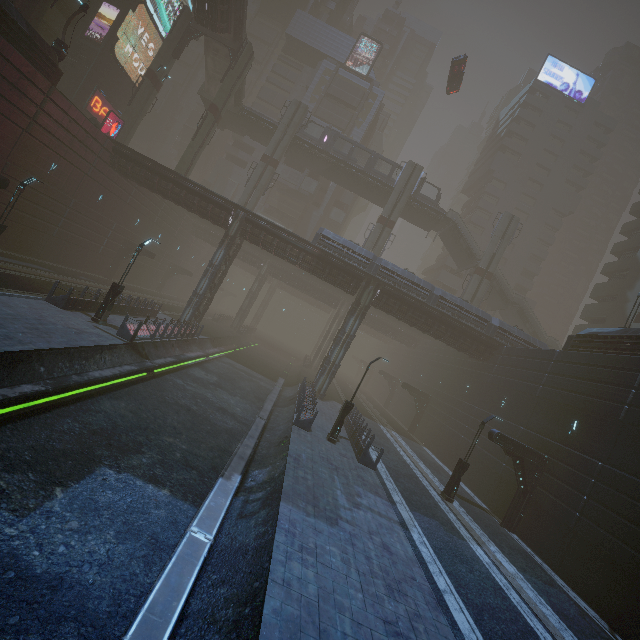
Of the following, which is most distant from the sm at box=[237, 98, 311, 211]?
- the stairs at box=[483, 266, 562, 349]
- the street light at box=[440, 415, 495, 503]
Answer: the street light at box=[440, 415, 495, 503]

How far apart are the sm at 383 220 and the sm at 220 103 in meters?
20.8 m

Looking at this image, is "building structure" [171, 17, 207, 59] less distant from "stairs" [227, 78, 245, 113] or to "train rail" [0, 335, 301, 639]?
"stairs" [227, 78, 245, 113]

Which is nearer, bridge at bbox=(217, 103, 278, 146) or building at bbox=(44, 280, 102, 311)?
building at bbox=(44, 280, 102, 311)

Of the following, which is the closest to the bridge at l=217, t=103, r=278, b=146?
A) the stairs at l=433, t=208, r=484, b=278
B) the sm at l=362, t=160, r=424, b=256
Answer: the sm at l=362, t=160, r=424, b=256

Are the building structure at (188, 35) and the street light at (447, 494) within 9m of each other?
no

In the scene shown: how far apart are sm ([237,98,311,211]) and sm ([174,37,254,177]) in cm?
544

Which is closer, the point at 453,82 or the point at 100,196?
the point at 100,196
